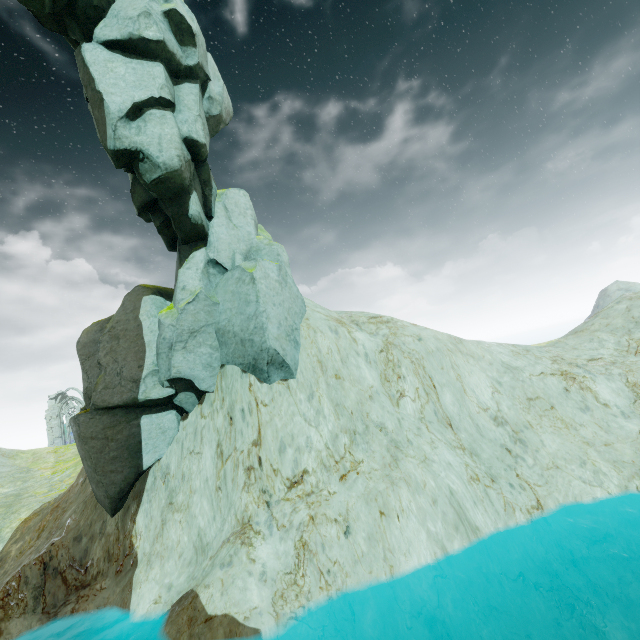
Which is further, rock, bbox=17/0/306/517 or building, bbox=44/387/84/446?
building, bbox=44/387/84/446

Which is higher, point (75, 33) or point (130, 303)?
point (75, 33)

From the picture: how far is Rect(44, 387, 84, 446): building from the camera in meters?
54.2

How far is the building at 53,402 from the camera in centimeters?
5419cm

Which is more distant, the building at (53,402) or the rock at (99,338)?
the building at (53,402)
